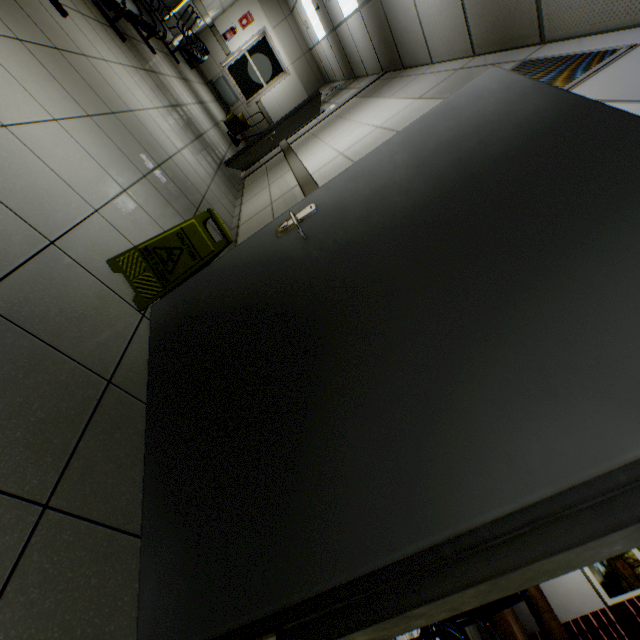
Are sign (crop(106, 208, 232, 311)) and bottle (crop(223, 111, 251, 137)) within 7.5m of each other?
no

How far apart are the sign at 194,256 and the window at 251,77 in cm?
1131

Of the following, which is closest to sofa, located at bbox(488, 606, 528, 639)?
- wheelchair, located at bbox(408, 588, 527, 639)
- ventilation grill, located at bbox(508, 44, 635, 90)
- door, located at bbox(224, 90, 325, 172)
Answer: wheelchair, located at bbox(408, 588, 527, 639)

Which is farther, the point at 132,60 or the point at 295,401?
the point at 132,60

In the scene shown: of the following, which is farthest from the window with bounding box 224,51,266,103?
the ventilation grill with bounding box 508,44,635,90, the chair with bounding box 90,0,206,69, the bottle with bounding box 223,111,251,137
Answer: the ventilation grill with bounding box 508,44,635,90

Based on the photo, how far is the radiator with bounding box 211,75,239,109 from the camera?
10.1m

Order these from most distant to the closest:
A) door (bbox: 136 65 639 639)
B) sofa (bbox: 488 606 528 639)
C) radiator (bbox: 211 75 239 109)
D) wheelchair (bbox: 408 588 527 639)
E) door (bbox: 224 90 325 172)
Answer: radiator (bbox: 211 75 239 109) → door (bbox: 224 90 325 172) → sofa (bbox: 488 606 528 639) → wheelchair (bbox: 408 588 527 639) → door (bbox: 136 65 639 639)

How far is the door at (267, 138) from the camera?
5.48m
